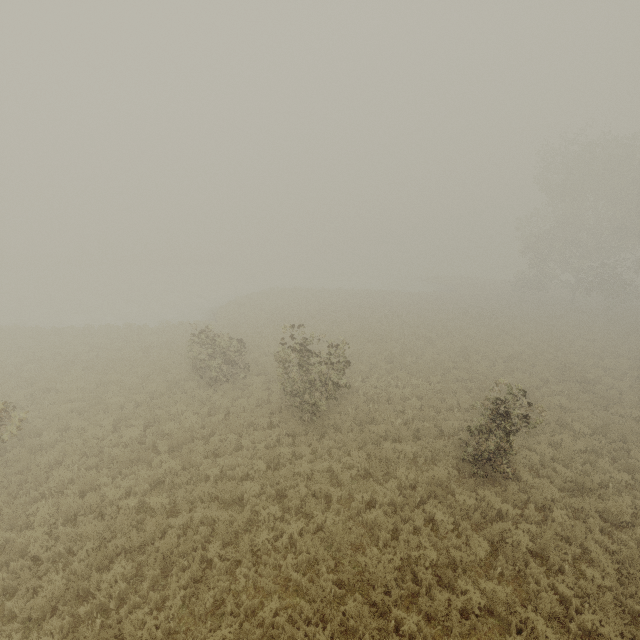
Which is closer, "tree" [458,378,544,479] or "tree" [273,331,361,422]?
"tree" [458,378,544,479]

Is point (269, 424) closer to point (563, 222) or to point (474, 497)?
point (474, 497)

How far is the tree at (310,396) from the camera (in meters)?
12.42

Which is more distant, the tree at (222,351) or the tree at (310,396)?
the tree at (222,351)

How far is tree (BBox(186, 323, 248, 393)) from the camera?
15.4m
